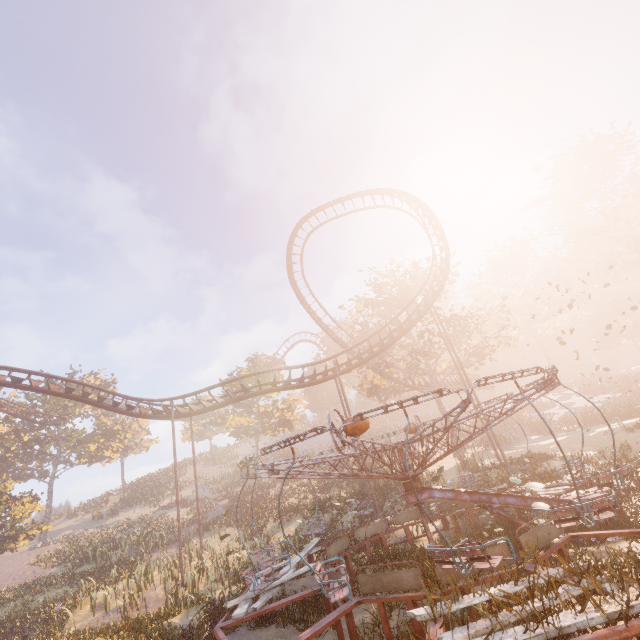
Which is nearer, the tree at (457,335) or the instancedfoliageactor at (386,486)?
the instancedfoliageactor at (386,486)

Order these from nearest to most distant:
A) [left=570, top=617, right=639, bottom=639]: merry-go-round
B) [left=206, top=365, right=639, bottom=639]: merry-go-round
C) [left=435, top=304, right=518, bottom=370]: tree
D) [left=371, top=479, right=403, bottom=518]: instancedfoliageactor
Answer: [left=570, top=617, right=639, bottom=639]: merry-go-round
[left=206, top=365, right=639, bottom=639]: merry-go-round
[left=371, top=479, right=403, bottom=518]: instancedfoliageactor
[left=435, top=304, right=518, bottom=370]: tree

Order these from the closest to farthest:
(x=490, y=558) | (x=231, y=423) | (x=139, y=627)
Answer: (x=490, y=558), (x=139, y=627), (x=231, y=423)

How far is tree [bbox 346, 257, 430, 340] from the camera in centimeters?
3116cm

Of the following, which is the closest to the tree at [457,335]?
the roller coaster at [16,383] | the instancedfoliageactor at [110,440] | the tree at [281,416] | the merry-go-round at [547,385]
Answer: the roller coaster at [16,383]

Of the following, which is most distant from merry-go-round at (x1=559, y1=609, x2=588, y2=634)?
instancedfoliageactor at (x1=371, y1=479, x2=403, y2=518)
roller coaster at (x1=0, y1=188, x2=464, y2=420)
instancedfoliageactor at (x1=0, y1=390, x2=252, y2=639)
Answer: instancedfoliageactor at (x1=0, y1=390, x2=252, y2=639)

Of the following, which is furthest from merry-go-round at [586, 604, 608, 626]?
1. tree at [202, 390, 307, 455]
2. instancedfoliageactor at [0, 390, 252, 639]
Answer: tree at [202, 390, 307, 455]

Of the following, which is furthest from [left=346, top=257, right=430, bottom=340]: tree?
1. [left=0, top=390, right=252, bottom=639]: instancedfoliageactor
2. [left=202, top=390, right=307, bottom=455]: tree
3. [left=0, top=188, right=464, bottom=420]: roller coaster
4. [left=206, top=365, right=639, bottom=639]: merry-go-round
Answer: [left=0, top=390, right=252, bottom=639]: instancedfoliageactor
